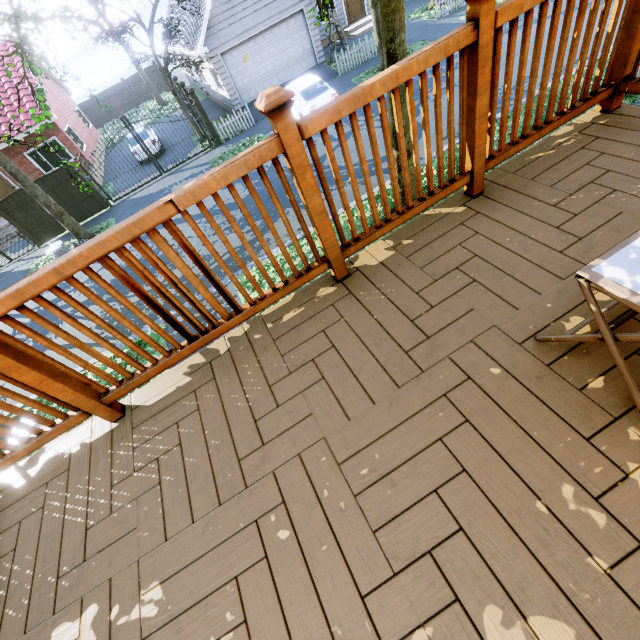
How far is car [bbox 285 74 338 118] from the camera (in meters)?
13.81

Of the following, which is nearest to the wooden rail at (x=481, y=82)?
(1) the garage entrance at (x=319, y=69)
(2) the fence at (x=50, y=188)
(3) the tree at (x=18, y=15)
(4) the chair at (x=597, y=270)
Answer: (4) the chair at (x=597, y=270)

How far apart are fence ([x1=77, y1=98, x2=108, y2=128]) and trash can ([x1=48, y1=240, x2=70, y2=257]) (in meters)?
26.38

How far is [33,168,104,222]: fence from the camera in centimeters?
1498cm

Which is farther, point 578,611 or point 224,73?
point 224,73

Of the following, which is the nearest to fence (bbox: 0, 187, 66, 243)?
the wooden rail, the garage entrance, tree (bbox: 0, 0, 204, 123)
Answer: tree (bbox: 0, 0, 204, 123)

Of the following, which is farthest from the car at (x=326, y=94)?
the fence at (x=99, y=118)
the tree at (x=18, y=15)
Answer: the fence at (x=99, y=118)

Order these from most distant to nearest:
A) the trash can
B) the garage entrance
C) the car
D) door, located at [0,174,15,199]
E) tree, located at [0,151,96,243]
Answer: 1. door, located at [0,174,15,199]
2. the garage entrance
3. the car
4. the trash can
5. tree, located at [0,151,96,243]
